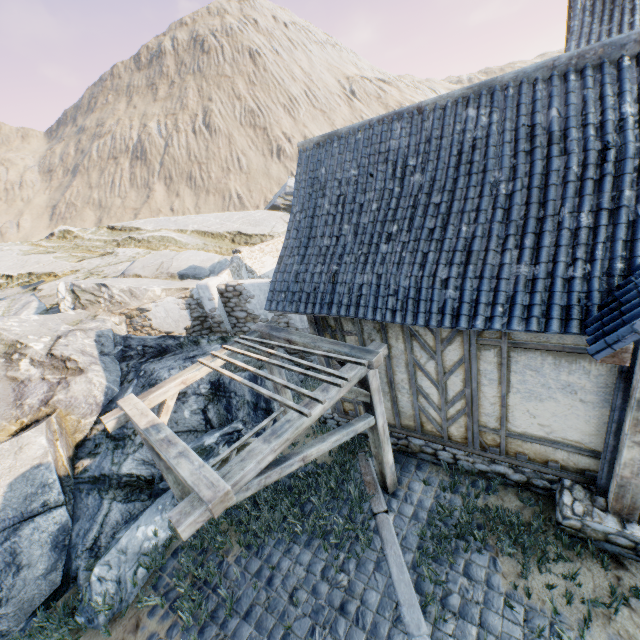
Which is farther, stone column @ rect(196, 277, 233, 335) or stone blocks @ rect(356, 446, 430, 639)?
stone column @ rect(196, 277, 233, 335)

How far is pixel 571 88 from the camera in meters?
4.5 m

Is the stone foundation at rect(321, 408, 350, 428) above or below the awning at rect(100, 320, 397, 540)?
below

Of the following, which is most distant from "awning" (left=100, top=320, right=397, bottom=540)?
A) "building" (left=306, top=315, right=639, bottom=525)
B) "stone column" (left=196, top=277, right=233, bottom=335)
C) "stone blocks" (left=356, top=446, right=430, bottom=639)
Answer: "stone column" (left=196, top=277, right=233, bottom=335)

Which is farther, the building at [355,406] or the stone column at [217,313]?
the stone column at [217,313]

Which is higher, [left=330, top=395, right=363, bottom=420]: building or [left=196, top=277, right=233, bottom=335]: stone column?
[left=196, top=277, right=233, bottom=335]: stone column

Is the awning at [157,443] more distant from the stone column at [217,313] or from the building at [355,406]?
the stone column at [217,313]

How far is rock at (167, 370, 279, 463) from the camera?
7.86m
